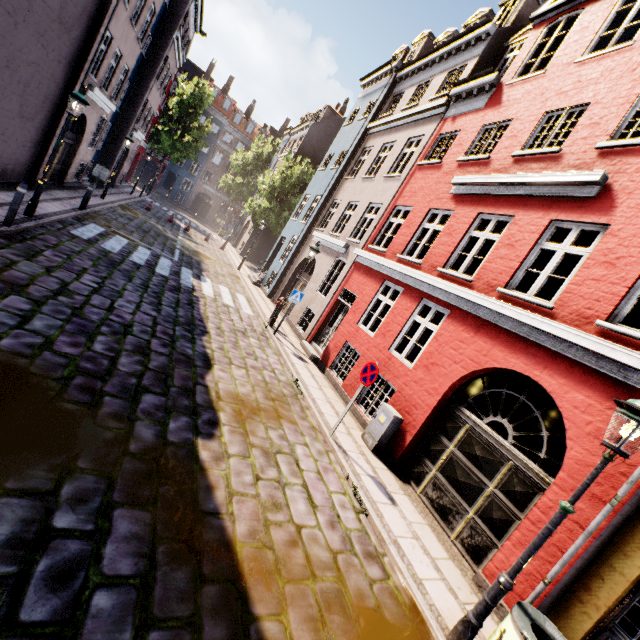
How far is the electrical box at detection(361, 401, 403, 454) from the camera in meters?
7.5 m

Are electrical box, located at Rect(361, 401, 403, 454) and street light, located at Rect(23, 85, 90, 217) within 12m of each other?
yes

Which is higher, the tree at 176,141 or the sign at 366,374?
the tree at 176,141

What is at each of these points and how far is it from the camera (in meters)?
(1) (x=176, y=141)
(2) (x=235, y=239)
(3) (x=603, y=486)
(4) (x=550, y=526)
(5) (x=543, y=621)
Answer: (1) tree, 34.38
(2) building, 35.62
(3) building, 4.55
(4) street light, 3.64
(5) trash bin, 3.68

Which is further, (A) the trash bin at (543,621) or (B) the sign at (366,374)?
(B) the sign at (366,374)

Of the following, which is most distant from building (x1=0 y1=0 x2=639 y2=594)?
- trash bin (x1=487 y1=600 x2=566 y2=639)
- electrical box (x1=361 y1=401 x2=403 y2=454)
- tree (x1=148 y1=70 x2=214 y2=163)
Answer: tree (x1=148 y1=70 x2=214 y2=163)

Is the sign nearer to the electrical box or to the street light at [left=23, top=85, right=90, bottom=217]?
the electrical box

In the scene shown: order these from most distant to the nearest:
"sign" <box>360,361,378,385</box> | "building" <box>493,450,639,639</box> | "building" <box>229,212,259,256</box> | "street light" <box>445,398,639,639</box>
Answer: "building" <box>229,212,259,256</box> → "sign" <box>360,361,378,385</box> → "building" <box>493,450,639,639</box> → "street light" <box>445,398,639,639</box>
